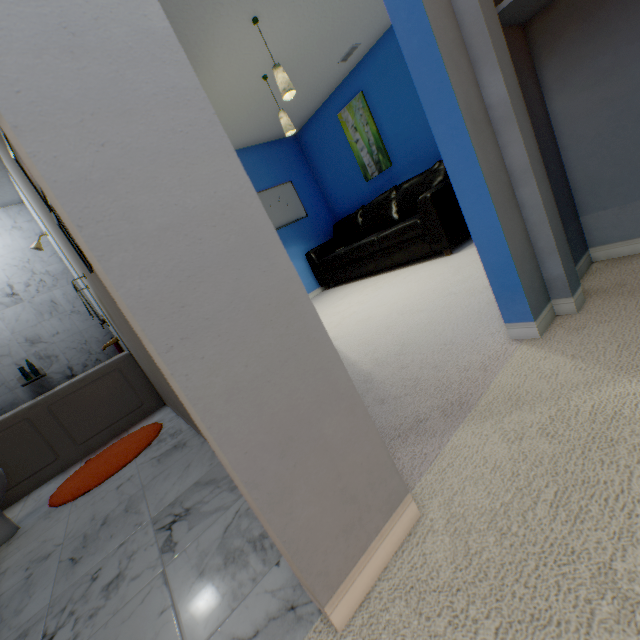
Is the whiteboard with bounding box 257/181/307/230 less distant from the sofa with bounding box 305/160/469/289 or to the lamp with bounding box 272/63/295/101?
the sofa with bounding box 305/160/469/289

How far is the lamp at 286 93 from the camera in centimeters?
257cm

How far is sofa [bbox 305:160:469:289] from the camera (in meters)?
3.35

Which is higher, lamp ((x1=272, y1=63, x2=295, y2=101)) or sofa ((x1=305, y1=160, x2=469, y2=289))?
Result: lamp ((x1=272, y1=63, x2=295, y2=101))

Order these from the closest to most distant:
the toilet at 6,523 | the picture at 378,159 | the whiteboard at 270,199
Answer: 1. the toilet at 6,523
2. the picture at 378,159
3. the whiteboard at 270,199

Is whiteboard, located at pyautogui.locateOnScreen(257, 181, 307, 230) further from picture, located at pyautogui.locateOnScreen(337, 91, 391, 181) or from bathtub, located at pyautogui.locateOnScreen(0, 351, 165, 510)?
bathtub, located at pyautogui.locateOnScreen(0, 351, 165, 510)

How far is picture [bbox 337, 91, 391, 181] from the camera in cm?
429

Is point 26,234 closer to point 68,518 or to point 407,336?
point 68,518
